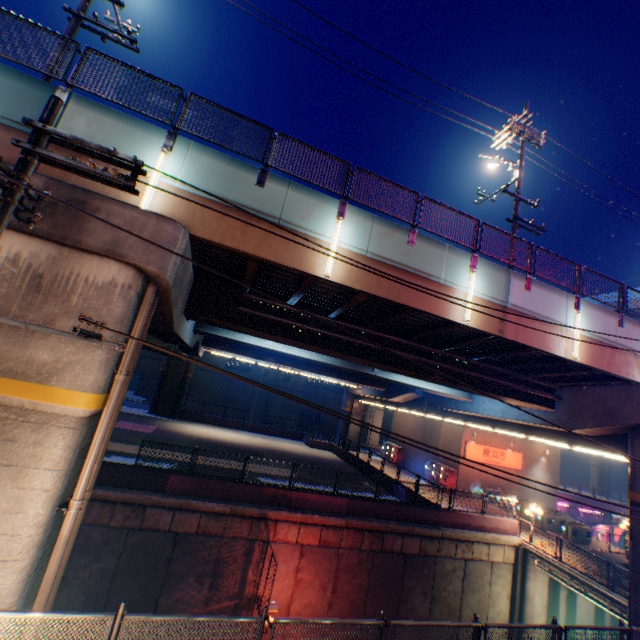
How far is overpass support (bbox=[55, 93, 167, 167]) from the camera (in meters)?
7.82

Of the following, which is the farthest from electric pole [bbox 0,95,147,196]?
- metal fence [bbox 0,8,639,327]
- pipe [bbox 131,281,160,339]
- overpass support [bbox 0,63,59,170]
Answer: metal fence [bbox 0,8,639,327]

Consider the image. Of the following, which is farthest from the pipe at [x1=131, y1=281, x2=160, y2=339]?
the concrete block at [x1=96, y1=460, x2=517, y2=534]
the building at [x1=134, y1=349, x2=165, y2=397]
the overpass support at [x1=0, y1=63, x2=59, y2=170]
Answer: the building at [x1=134, y1=349, x2=165, y2=397]

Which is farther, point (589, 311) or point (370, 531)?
point (370, 531)

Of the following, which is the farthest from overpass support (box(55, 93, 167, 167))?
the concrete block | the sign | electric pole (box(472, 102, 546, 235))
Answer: electric pole (box(472, 102, 546, 235))

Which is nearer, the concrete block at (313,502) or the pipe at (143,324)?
the pipe at (143,324)

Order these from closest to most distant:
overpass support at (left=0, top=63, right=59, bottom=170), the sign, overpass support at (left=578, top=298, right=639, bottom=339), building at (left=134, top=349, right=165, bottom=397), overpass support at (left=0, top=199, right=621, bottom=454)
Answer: overpass support at (left=0, top=199, right=621, bottom=454) < overpass support at (left=0, top=63, right=59, bottom=170) < overpass support at (left=578, top=298, right=639, bottom=339) < the sign < building at (left=134, top=349, right=165, bottom=397)

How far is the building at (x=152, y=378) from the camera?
43.9m
